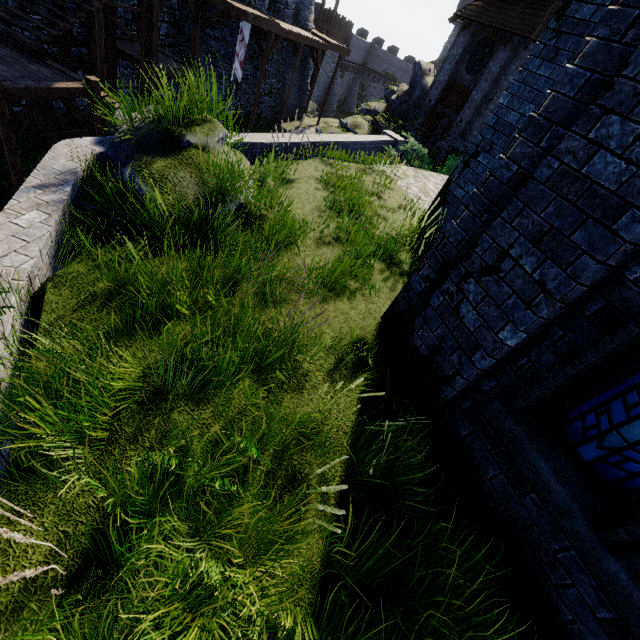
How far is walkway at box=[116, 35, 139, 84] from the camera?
14.0 meters

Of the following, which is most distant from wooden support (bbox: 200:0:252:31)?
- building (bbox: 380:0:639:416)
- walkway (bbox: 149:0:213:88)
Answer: building (bbox: 380:0:639:416)

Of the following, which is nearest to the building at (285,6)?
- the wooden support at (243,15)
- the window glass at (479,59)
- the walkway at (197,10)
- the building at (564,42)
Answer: the walkway at (197,10)

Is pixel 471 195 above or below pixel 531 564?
above

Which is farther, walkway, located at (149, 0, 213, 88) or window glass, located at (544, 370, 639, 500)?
walkway, located at (149, 0, 213, 88)

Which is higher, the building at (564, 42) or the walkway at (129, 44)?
the building at (564, 42)

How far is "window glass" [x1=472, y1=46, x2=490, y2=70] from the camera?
19.66m

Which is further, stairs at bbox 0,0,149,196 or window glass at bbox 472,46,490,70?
window glass at bbox 472,46,490,70
